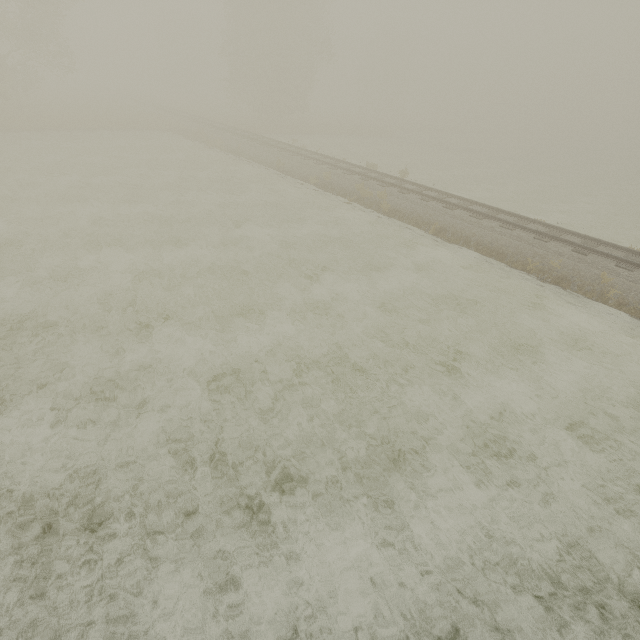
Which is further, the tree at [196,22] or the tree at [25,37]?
the tree at [196,22]

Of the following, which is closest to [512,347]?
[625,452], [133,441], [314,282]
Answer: [625,452]

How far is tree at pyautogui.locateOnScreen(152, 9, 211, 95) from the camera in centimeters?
5422cm

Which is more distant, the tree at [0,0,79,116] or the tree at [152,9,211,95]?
the tree at [152,9,211,95]

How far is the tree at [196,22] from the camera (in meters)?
54.22
